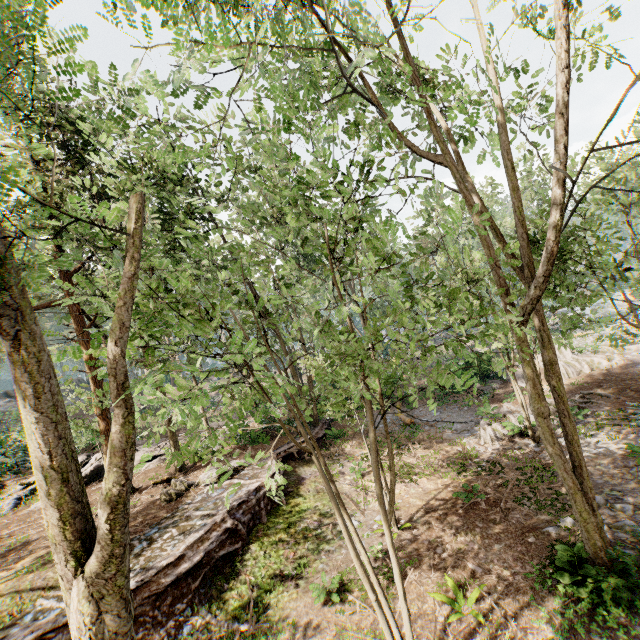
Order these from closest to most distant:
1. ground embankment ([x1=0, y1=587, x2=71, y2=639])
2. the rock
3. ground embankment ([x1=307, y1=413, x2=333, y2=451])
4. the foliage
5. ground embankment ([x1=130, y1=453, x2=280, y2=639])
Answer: the foliage
ground embankment ([x1=0, y1=587, x2=71, y2=639])
ground embankment ([x1=130, y1=453, x2=280, y2=639])
ground embankment ([x1=307, y1=413, x2=333, y2=451])
the rock

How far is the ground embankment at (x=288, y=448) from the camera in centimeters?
1509cm

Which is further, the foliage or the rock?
the rock

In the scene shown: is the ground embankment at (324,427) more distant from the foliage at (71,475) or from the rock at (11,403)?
the rock at (11,403)

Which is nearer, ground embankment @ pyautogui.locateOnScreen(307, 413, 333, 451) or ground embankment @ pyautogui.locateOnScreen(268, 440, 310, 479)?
ground embankment @ pyautogui.locateOnScreen(268, 440, 310, 479)

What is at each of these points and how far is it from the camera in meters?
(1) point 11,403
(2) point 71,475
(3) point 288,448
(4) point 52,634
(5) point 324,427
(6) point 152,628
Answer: (1) rock, 36.2 m
(2) foliage, 2.9 m
(3) ground embankment, 17.2 m
(4) ground embankment, 7.8 m
(5) ground embankment, 20.4 m
(6) ground embankment, 8.5 m

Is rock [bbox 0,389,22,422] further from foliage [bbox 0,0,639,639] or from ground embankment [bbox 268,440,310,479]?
ground embankment [bbox 268,440,310,479]

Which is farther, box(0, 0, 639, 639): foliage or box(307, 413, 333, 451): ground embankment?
box(307, 413, 333, 451): ground embankment
